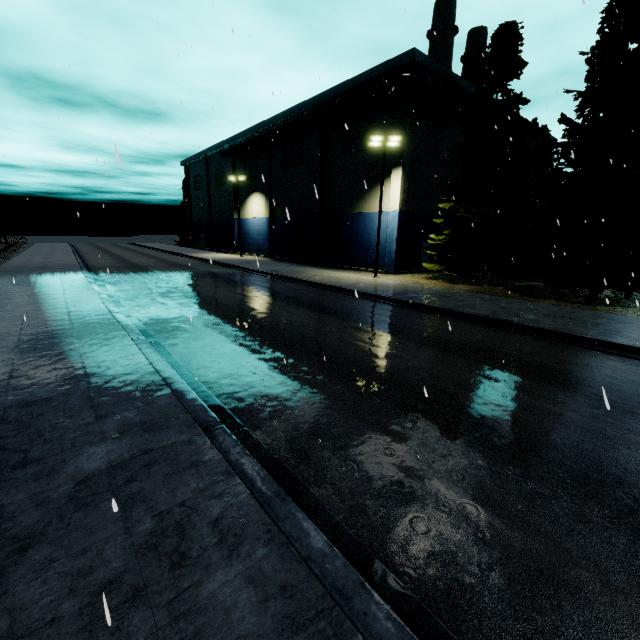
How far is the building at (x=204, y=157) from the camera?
25.72m

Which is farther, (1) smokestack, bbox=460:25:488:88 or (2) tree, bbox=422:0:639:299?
(1) smokestack, bbox=460:25:488:88

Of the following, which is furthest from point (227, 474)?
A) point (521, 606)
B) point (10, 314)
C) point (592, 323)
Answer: point (592, 323)

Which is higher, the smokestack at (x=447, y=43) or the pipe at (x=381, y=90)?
the smokestack at (x=447, y=43)

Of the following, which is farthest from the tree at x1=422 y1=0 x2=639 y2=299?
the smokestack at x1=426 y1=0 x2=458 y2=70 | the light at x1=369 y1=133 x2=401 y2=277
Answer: the light at x1=369 y1=133 x2=401 y2=277

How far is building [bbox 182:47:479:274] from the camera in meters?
25.7 m

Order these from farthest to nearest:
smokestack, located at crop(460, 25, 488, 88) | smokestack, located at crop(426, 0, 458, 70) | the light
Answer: smokestack, located at crop(460, 25, 488, 88), smokestack, located at crop(426, 0, 458, 70), the light

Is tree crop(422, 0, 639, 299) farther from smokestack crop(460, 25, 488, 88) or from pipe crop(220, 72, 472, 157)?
pipe crop(220, 72, 472, 157)
